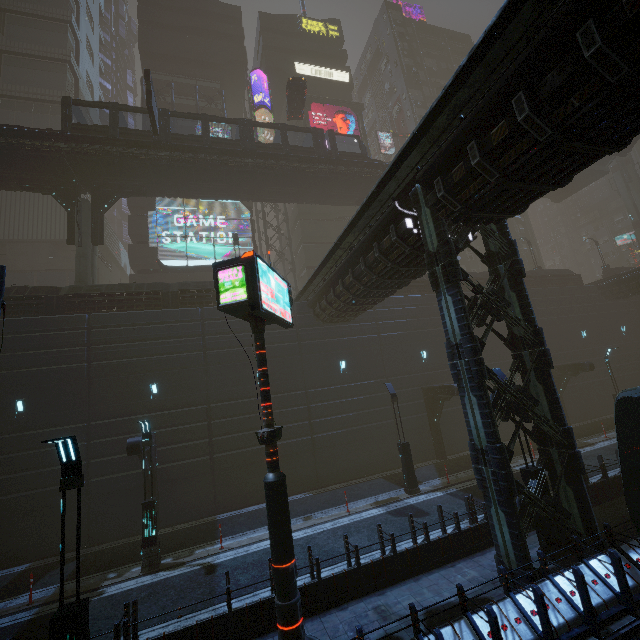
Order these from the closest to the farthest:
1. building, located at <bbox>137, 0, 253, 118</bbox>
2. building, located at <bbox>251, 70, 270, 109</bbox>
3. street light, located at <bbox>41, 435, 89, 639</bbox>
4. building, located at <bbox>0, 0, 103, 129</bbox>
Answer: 1. street light, located at <bbox>41, 435, 89, 639</bbox>
2. building, located at <bbox>0, 0, 103, 129</bbox>
3. building, located at <bbox>137, 0, 253, 118</bbox>
4. building, located at <bbox>251, 70, 270, 109</bbox>

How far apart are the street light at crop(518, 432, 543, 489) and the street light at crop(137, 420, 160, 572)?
13.0 meters

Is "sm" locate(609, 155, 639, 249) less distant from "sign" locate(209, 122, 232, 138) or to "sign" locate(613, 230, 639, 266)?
"sign" locate(613, 230, 639, 266)

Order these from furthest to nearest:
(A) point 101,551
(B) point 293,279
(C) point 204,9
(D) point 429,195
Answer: (C) point 204,9
(B) point 293,279
(A) point 101,551
(D) point 429,195

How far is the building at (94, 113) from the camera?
40.8m

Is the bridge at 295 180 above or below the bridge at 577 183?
below

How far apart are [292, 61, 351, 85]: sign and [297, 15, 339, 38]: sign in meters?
5.6 m

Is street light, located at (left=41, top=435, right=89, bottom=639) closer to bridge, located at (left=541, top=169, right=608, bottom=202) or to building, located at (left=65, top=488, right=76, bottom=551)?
building, located at (left=65, top=488, right=76, bottom=551)
